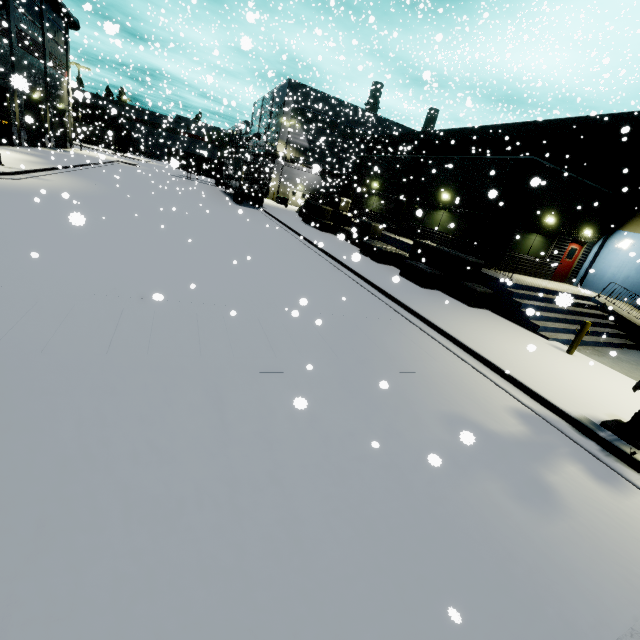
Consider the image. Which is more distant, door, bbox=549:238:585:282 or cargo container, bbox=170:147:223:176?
cargo container, bbox=170:147:223:176

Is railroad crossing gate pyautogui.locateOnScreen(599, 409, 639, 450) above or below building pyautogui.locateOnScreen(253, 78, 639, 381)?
below

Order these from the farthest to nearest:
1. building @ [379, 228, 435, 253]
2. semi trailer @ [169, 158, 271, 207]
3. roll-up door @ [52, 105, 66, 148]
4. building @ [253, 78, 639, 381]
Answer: roll-up door @ [52, 105, 66, 148] → semi trailer @ [169, 158, 271, 207] → building @ [379, 228, 435, 253] → building @ [253, 78, 639, 381]

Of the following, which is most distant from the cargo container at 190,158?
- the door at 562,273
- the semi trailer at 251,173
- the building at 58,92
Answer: the door at 562,273

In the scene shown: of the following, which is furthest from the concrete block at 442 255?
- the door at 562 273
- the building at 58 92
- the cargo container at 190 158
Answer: the cargo container at 190 158

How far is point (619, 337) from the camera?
14.4 meters

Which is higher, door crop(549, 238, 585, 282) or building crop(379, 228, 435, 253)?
door crop(549, 238, 585, 282)

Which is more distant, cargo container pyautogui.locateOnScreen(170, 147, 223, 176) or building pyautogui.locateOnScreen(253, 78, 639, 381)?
cargo container pyautogui.locateOnScreen(170, 147, 223, 176)
